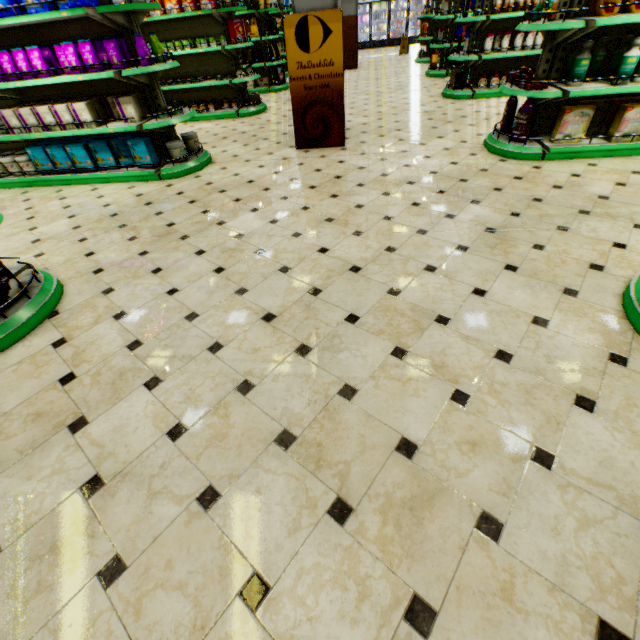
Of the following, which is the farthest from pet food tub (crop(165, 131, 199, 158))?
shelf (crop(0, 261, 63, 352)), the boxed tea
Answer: the boxed tea

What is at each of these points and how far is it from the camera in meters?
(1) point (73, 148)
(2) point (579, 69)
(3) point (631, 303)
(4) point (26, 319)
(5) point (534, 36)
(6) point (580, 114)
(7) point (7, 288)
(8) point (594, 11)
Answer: (1) boxed pet food, 4.8 m
(2) bleach, 3.7 m
(3) shelf, 2.1 m
(4) shelf, 2.5 m
(5) shampoo, 6.3 m
(6) boxed laundry detergent, 3.9 m
(7) sanitary pad, 2.5 m
(8) fabric softener, 3.5 m

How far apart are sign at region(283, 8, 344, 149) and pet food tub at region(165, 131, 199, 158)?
1.8m

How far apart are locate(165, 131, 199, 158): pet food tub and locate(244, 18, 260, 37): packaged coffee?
7.18m

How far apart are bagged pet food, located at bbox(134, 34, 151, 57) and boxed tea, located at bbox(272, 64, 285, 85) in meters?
7.1 m

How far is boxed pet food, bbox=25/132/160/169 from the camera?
4.8 meters

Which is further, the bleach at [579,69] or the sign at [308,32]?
the sign at [308,32]

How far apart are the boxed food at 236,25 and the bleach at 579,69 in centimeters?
651cm
